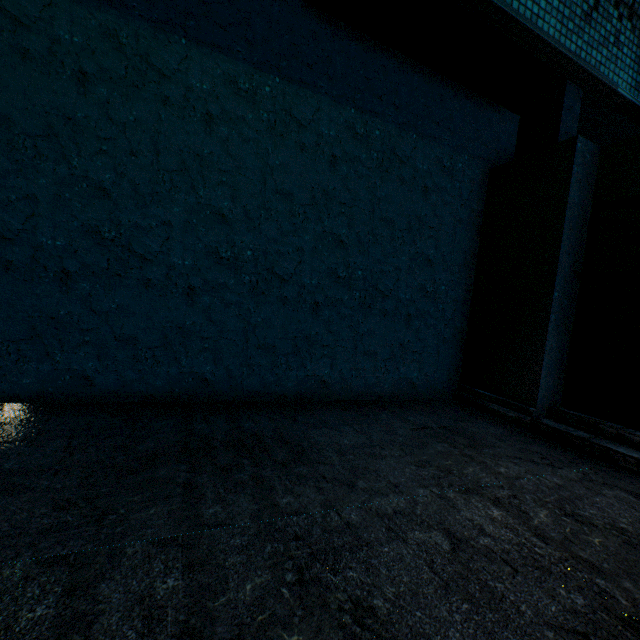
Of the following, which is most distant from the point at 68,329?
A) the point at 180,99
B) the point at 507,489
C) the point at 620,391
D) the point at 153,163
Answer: the point at 620,391
